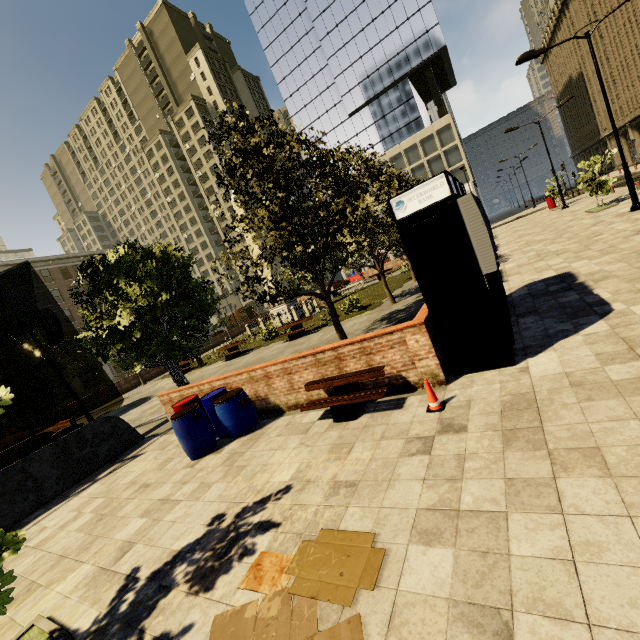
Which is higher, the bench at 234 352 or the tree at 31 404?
the tree at 31 404

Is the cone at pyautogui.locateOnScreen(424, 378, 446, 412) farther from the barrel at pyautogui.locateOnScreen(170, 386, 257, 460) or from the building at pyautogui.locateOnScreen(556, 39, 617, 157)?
the building at pyautogui.locateOnScreen(556, 39, 617, 157)

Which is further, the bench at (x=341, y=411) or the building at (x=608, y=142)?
the building at (x=608, y=142)

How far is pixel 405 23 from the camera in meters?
45.6

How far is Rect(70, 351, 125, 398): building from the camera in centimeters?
4338cm

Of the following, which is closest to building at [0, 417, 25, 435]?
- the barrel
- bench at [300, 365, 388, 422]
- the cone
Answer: the barrel

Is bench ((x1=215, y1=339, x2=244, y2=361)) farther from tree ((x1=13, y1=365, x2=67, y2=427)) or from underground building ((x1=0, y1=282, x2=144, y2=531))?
underground building ((x1=0, y1=282, x2=144, y2=531))

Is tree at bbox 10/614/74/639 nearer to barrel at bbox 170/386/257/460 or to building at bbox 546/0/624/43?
barrel at bbox 170/386/257/460
